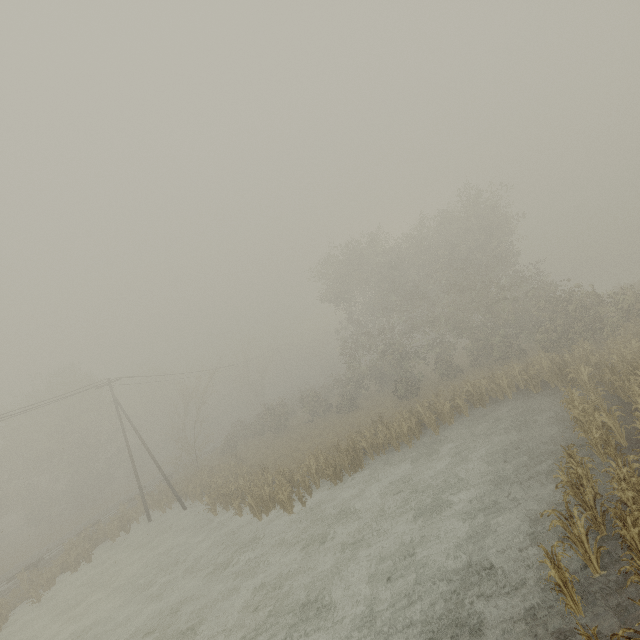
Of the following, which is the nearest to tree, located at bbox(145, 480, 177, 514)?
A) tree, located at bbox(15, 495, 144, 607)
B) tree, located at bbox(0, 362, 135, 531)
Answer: tree, located at bbox(15, 495, 144, 607)

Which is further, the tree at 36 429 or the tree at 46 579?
the tree at 36 429

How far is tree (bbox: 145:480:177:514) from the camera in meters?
27.5

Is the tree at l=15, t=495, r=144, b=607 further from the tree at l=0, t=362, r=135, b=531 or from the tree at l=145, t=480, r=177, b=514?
the tree at l=0, t=362, r=135, b=531

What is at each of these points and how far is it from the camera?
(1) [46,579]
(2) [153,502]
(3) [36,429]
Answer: (1) tree, 21.1 meters
(2) tree, 29.2 meters
(3) tree, 41.0 meters

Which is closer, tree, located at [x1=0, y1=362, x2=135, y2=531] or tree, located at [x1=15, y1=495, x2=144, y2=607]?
tree, located at [x1=15, y1=495, x2=144, y2=607]

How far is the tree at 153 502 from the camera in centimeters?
2748cm
